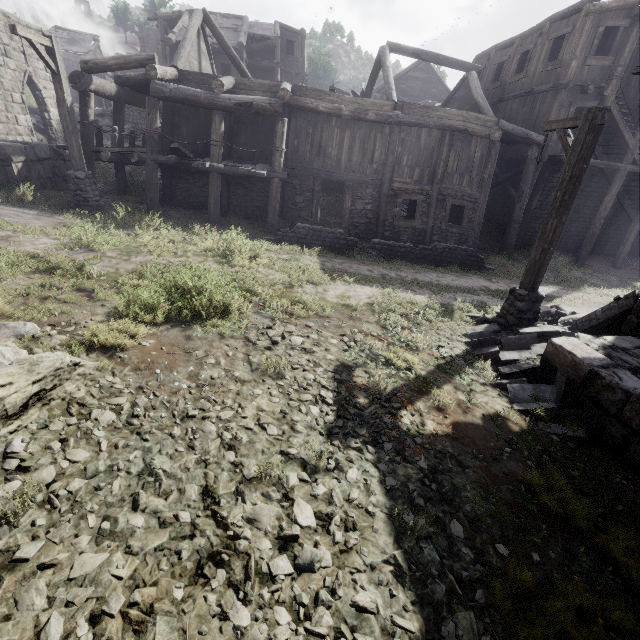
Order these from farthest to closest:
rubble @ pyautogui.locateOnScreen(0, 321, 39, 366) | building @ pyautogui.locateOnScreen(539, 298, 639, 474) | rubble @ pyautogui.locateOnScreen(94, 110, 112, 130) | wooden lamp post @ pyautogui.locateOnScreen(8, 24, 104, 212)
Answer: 1. rubble @ pyautogui.locateOnScreen(94, 110, 112, 130)
2. wooden lamp post @ pyautogui.locateOnScreen(8, 24, 104, 212)
3. building @ pyautogui.locateOnScreen(539, 298, 639, 474)
4. rubble @ pyautogui.locateOnScreen(0, 321, 39, 366)

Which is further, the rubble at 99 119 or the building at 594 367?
the rubble at 99 119

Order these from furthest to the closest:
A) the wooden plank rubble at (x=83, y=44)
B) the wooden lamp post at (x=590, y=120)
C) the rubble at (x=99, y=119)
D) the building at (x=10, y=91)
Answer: the wooden plank rubble at (x=83, y=44), the rubble at (x=99, y=119), the building at (x=10, y=91), the wooden lamp post at (x=590, y=120)

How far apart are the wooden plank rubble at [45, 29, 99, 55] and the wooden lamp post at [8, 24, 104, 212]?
43.26m

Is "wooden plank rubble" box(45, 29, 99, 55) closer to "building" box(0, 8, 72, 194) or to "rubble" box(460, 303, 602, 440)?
"building" box(0, 8, 72, 194)

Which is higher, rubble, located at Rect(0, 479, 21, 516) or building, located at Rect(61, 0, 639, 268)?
building, located at Rect(61, 0, 639, 268)

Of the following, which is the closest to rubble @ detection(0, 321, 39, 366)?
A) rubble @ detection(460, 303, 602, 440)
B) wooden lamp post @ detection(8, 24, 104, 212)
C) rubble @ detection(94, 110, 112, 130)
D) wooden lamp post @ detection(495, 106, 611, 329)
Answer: rubble @ detection(460, 303, 602, 440)

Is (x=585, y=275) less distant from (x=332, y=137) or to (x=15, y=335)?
(x=332, y=137)
